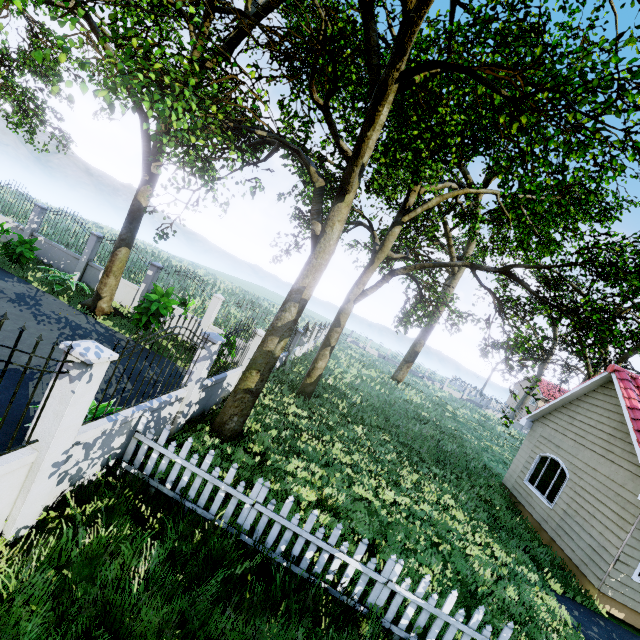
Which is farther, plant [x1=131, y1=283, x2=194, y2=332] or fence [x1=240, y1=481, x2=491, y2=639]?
plant [x1=131, y1=283, x2=194, y2=332]

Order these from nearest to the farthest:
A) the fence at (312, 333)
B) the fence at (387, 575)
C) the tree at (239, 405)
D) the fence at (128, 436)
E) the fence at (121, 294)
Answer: the fence at (128, 436)
the fence at (387, 575)
the tree at (239, 405)
the fence at (121, 294)
the fence at (312, 333)

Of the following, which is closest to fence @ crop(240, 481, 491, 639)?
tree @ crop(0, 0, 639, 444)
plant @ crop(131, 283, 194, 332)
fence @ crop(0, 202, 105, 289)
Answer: tree @ crop(0, 0, 639, 444)

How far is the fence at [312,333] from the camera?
15.8m

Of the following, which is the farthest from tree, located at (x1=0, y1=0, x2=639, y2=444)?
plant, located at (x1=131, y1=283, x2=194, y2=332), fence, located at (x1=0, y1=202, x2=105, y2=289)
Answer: plant, located at (x1=131, y1=283, x2=194, y2=332)

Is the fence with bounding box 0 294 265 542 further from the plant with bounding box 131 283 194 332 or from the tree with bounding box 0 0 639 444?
the plant with bounding box 131 283 194 332

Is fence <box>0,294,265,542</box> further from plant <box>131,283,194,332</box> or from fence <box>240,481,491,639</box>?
fence <box>240,481,491,639</box>

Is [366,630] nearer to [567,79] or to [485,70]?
[485,70]
